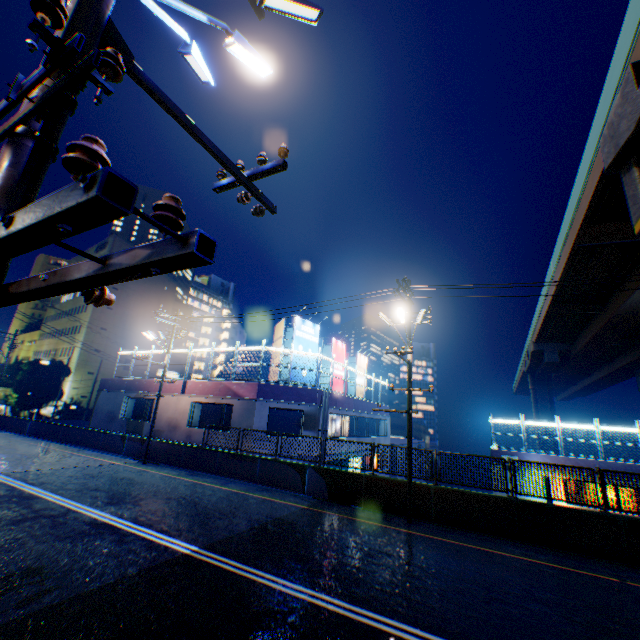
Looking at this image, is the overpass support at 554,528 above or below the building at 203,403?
below

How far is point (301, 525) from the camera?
10.7m

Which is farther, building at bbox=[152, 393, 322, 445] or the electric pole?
building at bbox=[152, 393, 322, 445]

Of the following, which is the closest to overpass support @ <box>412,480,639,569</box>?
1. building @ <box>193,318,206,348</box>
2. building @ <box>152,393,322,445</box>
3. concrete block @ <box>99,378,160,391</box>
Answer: building @ <box>152,393,322,445</box>

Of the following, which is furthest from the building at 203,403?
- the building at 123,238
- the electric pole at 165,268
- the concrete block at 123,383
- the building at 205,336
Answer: the building at 123,238

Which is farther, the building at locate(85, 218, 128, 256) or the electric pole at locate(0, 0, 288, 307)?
the building at locate(85, 218, 128, 256)

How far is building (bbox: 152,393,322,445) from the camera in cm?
1908

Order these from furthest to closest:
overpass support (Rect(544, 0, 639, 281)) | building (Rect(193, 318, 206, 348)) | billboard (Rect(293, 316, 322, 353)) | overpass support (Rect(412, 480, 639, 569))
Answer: building (Rect(193, 318, 206, 348)), billboard (Rect(293, 316, 322, 353)), overpass support (Rect(544, 0, 639, 281)), overpass support (Rect(412, 480, 639, 569))
